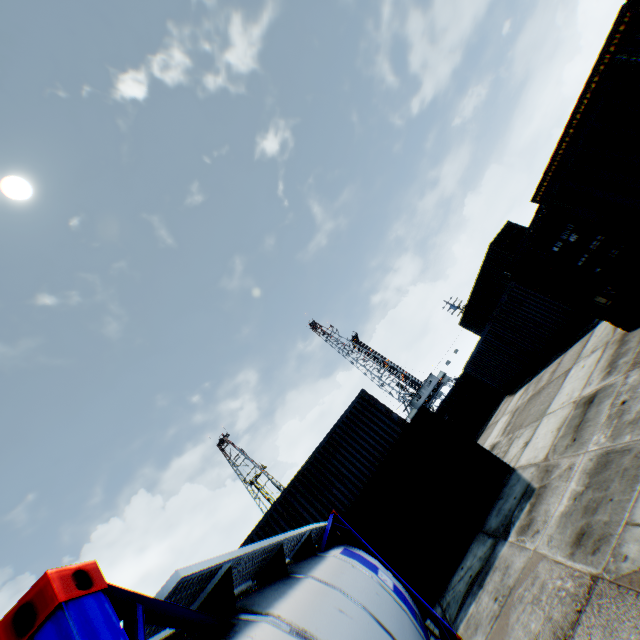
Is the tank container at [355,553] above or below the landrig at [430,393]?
below

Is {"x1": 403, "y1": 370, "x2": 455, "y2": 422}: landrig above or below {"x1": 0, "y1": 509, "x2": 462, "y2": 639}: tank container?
above

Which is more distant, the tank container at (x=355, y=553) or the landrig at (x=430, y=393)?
the landrig at (x=430, y=393)

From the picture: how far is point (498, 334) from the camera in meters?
16.2 m

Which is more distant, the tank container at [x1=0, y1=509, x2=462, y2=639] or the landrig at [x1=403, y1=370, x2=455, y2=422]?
the landrig at [x1=403, y1=370, x2=455, y2=422]

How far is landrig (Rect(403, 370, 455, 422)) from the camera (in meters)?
54.50
